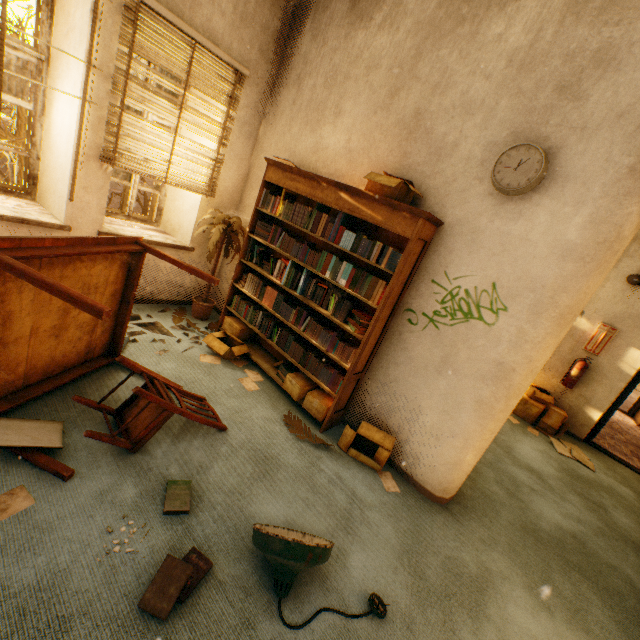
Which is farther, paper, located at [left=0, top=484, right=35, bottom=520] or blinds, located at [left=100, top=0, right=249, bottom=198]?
blinds, located at [left=100, top=0, right=249, bottom=198]

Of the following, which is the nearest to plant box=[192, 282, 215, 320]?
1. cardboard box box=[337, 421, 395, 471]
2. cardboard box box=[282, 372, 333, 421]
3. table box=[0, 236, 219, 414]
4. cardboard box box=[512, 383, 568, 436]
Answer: table box=[0, 236, 219, 414]

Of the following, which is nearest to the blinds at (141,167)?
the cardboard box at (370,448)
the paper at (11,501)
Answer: the paper at (11,501)

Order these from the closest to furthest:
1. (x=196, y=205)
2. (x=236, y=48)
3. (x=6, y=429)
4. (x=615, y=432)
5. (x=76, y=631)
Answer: (x=76, y=631) < (x=6, y=429) < (x=236, y=48) < (x=196, y=205) < (x=615, y=432)

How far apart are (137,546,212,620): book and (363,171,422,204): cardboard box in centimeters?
285cm

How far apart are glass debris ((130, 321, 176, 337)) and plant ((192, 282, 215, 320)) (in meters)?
0.09

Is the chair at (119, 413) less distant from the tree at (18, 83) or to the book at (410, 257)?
the book at (410, 257)

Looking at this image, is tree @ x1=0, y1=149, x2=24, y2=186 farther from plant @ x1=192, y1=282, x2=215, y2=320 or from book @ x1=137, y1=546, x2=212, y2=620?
book @ x1=137, y1=546, x2=212, y2=620
